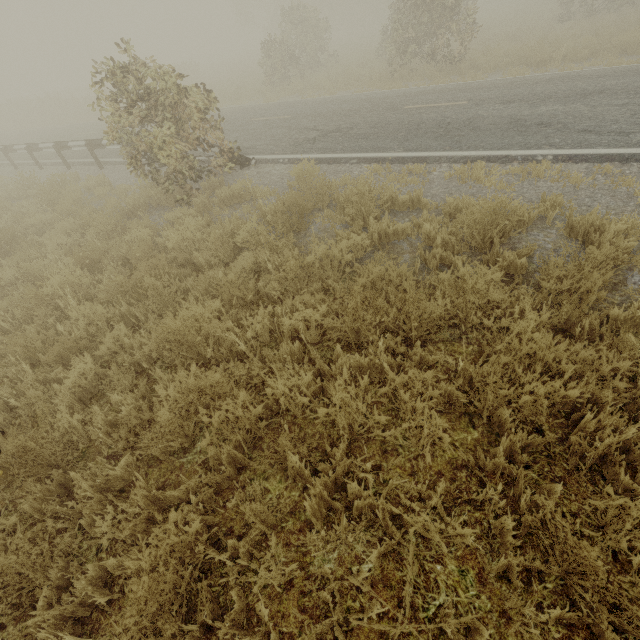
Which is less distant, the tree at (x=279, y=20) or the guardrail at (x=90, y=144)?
the guardrail at (x=90, y=144)

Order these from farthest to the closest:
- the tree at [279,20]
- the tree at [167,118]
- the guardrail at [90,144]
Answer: the tree at [279,20] < the guardrail at [90,144] < the tree at [167,118]

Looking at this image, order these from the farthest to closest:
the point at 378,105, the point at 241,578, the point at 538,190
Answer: the point at 378,105 → the point at 538,190 → the point at 241,578

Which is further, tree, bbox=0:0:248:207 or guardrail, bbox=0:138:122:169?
guardrail, bbox=0:138:122:169

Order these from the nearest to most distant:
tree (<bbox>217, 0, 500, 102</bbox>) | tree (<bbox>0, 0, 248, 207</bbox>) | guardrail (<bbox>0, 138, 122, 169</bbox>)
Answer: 1. tree (<bbox>0, 0, 248, 207</bbox>)
2. guardrail (<bbox>0, 138, 122, 169</bbox>)
3. tree (<bbox>217, 0, 500, 102</bbox>)

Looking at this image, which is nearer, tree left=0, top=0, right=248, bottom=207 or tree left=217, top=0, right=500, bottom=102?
tree left=0, top=0, right=248, bottom=207

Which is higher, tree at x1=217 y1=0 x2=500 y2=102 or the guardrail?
tree at x1=217 y1=0 x2=500 y2=102
